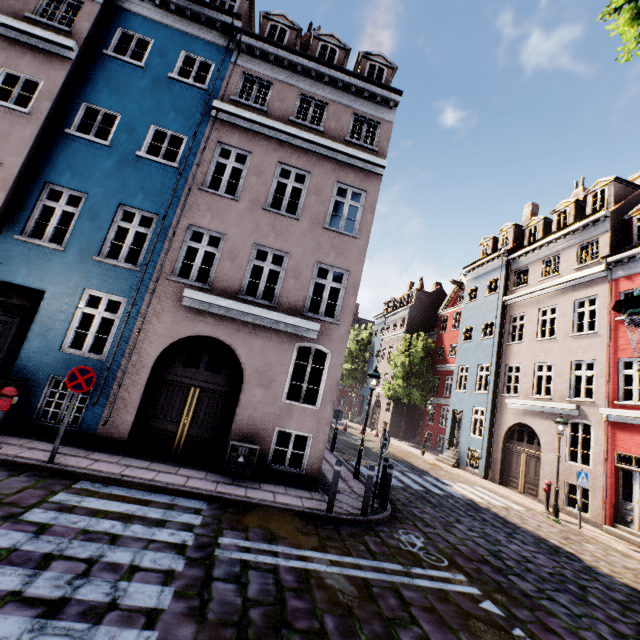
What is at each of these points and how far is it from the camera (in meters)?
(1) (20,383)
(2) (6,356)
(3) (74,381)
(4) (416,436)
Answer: (1) electrical box, 7.62
(2) building, 8.48
(3) sign, 6.65
(4) building, 31.20

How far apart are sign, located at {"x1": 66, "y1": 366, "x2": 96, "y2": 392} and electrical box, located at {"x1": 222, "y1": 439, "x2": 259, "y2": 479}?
Answer: 3.4m

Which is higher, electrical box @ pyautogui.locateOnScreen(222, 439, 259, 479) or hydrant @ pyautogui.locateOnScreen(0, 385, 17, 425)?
hydrant @ pyautogui.locateOnScreen(0, 385, 17, 425)

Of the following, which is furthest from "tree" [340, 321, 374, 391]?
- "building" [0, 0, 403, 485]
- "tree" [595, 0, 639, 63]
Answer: "tree" [595, 0, 639, 63]

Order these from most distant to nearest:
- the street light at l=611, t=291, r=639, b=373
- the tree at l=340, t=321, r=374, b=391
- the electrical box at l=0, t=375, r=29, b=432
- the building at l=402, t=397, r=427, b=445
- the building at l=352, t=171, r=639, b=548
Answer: the tree at l=340, t=321, r=374, b=391 → the building at l=402, t=397, r=427, b=445 → the building at l=352, t=171, r=639, b=548 → the electrical box at l=0, t=375, r=29, b=432 → the street light at l=611, t=291, r=639, b=373

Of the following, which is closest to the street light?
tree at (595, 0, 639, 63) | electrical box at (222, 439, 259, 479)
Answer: tree at (595, 0, 639, 63)

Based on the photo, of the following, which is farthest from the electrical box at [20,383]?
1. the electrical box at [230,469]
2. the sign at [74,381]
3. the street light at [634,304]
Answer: the street light at [634,304]

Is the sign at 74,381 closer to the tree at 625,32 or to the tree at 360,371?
the tree at 625,32
